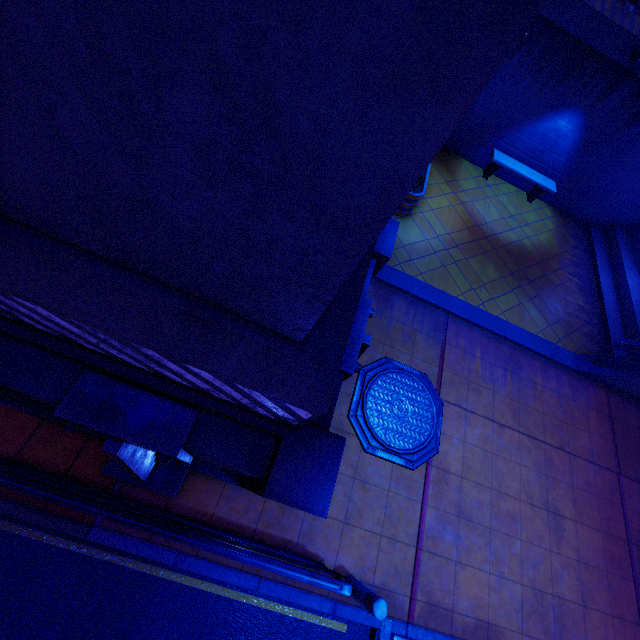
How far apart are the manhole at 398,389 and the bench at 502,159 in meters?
7.8 m

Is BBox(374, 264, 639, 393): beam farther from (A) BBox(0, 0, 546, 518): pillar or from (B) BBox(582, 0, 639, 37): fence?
(B) BBox(582, 0, 639, 37): fence

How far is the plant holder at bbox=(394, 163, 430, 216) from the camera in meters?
8.2 m

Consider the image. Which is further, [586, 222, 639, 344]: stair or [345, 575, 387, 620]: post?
[586, 222, 639, 344]: stair

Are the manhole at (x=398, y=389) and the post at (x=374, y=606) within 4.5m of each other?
yes

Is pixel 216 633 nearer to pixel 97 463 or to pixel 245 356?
pixel 97 463

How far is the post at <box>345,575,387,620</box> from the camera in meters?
4.1

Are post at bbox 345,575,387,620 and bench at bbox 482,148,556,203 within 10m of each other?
no
